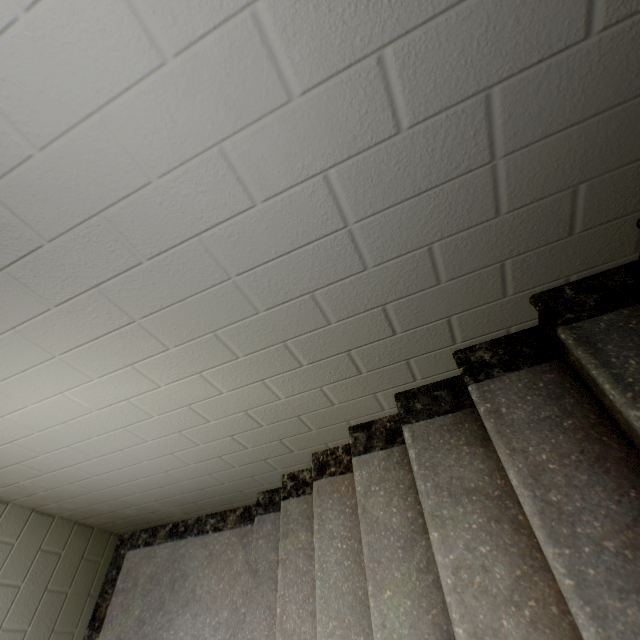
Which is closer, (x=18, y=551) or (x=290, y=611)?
(x=290, y=611)
